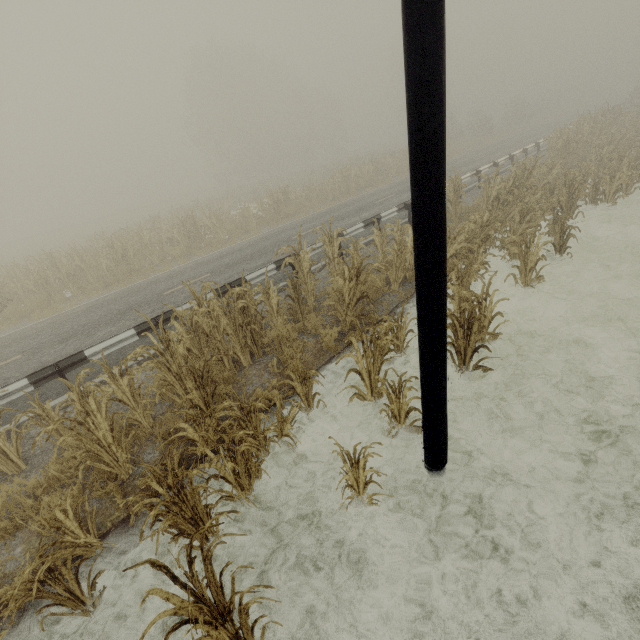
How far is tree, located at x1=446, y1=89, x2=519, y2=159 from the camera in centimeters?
3216cm

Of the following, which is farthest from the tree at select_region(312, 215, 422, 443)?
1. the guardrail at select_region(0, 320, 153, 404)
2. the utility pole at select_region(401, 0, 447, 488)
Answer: the guardrail at select_region(0, 320, 153, 404)

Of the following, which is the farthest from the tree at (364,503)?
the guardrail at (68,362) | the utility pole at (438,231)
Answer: the guardrail at (68,362)

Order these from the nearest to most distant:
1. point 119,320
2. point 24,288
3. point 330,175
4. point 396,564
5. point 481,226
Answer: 1. point 396,564
2. point 481,226
3. point 119,320
4. point 24,288
5. point 330,175

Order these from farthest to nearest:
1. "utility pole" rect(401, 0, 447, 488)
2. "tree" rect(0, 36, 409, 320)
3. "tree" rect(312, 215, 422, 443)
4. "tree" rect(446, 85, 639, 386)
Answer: "tree" rect(0, 36, 409, 320) → "tree" rect(446, 85, 639, 386) → "tree" rect(312, 215, 422, 443) → "utility pole" rect(401, 0, 447, 488)

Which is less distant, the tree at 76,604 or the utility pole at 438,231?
the utility pole at 438,231

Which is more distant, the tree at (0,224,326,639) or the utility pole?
the tree at (0,224,326,639)

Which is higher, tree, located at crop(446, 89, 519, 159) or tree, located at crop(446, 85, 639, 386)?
tree, located at crop(446, 89, 519, 159)
